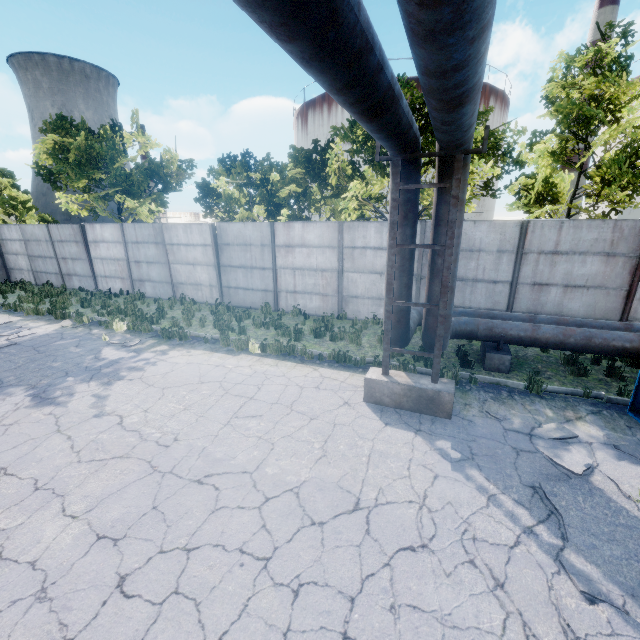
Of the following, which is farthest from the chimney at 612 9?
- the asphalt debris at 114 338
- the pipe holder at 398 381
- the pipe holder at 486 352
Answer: the asphalt debris at 114 338

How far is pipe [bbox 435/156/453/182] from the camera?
5.56m

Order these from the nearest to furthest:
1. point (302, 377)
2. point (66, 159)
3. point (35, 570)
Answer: point (35, 570) → point (302, 377) → point (66, 159)

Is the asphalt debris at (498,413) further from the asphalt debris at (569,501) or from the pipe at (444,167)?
the pipe at (444,167)

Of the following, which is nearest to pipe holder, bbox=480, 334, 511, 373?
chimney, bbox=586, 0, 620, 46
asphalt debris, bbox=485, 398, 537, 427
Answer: asphalt debris, bbox=485, 398, 537, 427

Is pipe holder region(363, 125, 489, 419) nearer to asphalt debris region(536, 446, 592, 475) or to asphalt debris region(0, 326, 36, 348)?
asphalt debris region(536, 446, 592, 475)

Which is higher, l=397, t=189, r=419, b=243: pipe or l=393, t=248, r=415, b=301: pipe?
l=397, t=189, r=419, b=243: pipe

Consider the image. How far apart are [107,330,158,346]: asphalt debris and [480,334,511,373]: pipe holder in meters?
10.2
